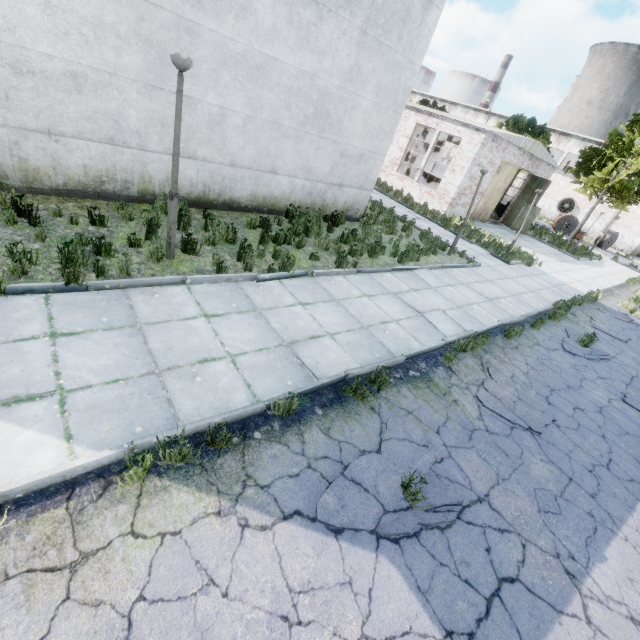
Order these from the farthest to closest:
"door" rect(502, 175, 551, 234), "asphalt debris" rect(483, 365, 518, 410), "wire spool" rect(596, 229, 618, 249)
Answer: "wire spool" rect(596, 229, 618, 249)
"door" rect(502, 175, 551, 234)
"asphalt debris" rect(483, 365, 518, 410)

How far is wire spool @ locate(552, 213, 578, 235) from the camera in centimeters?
3309cm

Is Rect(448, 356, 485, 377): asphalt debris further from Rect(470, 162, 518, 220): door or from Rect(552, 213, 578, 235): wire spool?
Rect(552, 213, 578, 235): wire spool

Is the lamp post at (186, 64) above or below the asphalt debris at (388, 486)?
above

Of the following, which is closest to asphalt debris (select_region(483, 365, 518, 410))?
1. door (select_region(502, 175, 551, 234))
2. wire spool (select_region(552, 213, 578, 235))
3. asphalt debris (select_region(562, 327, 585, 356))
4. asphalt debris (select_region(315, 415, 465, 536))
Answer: asphalt debris (select_region(315, 415, 465, 536))

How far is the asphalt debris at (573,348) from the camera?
9.0 meters

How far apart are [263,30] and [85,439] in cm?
903

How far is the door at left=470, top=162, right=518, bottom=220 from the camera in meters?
21.4
